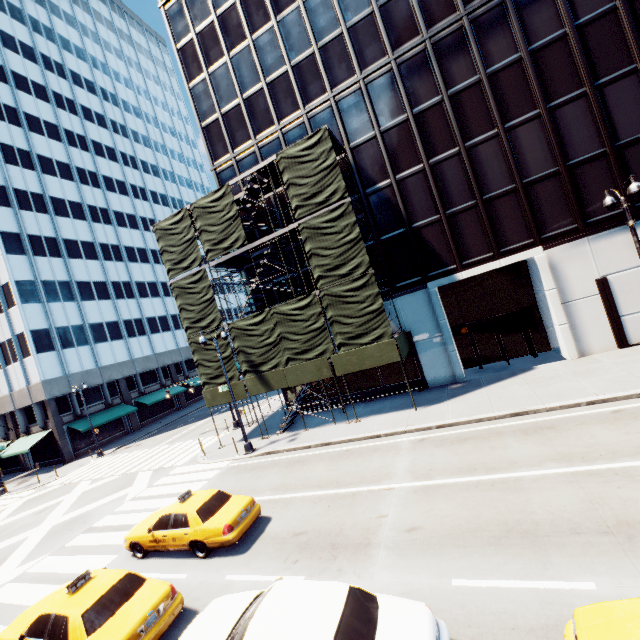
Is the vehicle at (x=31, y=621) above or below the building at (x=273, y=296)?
below

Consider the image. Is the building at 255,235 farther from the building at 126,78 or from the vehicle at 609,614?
the building at 126,78

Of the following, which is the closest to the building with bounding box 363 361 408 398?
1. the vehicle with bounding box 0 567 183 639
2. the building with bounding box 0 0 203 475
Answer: the vehicle with bounding box 0 567 183 639

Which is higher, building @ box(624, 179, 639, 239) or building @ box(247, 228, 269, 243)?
building @ box(247, 228, 269, 243)

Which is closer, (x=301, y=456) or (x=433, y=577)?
(x=433, y=577)

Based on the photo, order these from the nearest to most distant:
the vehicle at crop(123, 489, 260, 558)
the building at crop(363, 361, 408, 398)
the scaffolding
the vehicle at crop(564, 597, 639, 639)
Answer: the vehicle at crop(564, 597, 639, 639) < the vehicle at crop(123, 489, 260, 558) < the scaffolding < the building at crop(363, 361, 408, 398)

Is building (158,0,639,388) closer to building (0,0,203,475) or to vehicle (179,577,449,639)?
vehicle (179,577,449,639)

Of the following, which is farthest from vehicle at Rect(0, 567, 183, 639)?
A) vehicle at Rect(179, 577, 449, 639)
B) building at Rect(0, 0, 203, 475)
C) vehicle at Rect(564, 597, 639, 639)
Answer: building at Rect(0, 0, 203, 475)
